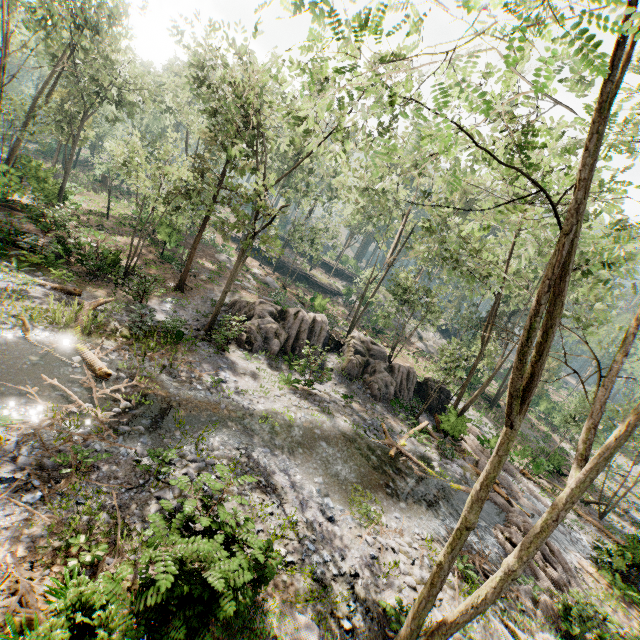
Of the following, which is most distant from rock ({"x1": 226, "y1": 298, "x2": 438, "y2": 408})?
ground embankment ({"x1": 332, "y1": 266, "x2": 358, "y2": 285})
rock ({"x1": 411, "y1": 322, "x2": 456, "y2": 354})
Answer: ground embankment ({"x1": 332, "y1": 266, "x2": 358, "y2": 285})

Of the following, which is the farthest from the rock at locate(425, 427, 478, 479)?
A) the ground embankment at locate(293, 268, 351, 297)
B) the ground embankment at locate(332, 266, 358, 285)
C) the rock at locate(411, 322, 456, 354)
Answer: the ground embankment at locate(332, 266, 358, 285)

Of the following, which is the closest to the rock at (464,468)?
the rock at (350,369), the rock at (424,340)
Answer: the rock at (350,369)

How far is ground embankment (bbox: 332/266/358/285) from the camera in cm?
5862

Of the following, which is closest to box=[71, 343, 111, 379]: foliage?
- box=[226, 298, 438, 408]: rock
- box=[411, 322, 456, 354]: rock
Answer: box=[411, 322, 456, 354]: rock

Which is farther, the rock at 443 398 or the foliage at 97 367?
the rock at 443 398

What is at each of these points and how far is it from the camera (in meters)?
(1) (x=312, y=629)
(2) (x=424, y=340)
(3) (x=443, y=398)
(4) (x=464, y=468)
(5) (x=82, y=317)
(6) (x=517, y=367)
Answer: (1) foliage, 7.30
(2) rock, 49.03
(3) rock, 26.27
(4) rock, 19.47
(5) foliage, 14.14
(6) foliage, 5.50

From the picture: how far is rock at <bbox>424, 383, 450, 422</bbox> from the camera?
24.6m
